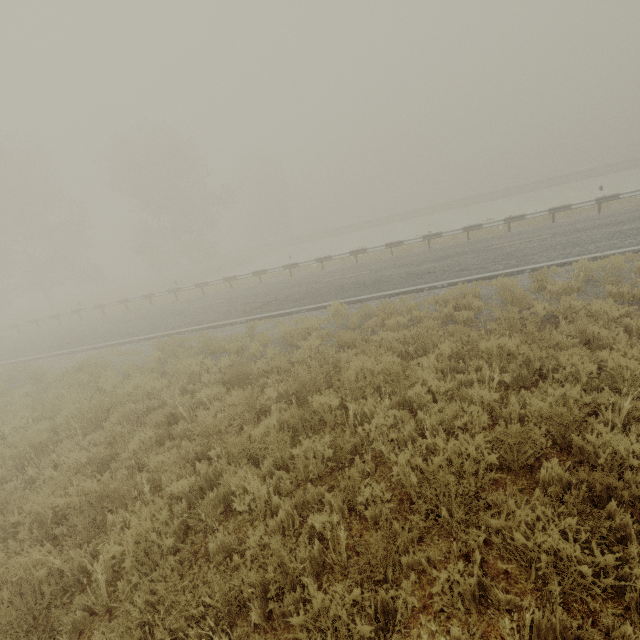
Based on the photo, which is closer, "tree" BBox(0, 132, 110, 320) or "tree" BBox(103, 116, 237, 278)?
"tree" BBox(0, 132, 110, 320)

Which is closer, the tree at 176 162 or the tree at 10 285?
the tree at 10 285

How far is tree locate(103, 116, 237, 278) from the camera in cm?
3369

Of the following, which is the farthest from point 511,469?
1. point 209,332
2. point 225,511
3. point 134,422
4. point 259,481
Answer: point 209,332

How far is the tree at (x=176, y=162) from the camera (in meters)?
33.69
